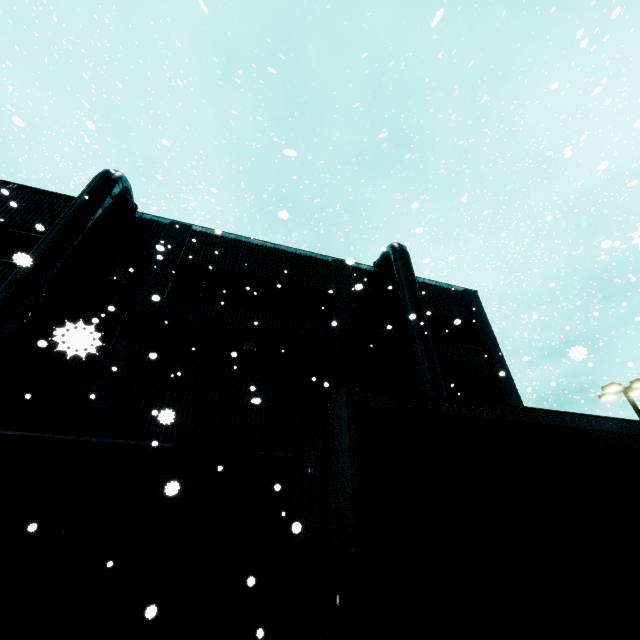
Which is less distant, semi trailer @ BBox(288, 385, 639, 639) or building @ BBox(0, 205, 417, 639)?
semi trailer @ BBox(288, 385, 639, 639)

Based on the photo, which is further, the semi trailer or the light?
the light

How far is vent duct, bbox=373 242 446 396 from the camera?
11.7m

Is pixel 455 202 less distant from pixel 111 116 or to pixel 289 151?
pixel 111 116

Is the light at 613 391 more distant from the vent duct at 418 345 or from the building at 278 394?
the building at 278 394

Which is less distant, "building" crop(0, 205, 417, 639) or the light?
"building" crop(0, 205, 417, 639)

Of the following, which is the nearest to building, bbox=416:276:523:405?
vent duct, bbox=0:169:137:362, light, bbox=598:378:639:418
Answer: vent duct, bbox=0:169:137:362

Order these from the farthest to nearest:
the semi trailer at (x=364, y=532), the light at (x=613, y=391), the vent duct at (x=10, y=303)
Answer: the light at (x=613, y=391), the vent duct at (x=10, y=303), the semi trailer at (x=364, y=532)
